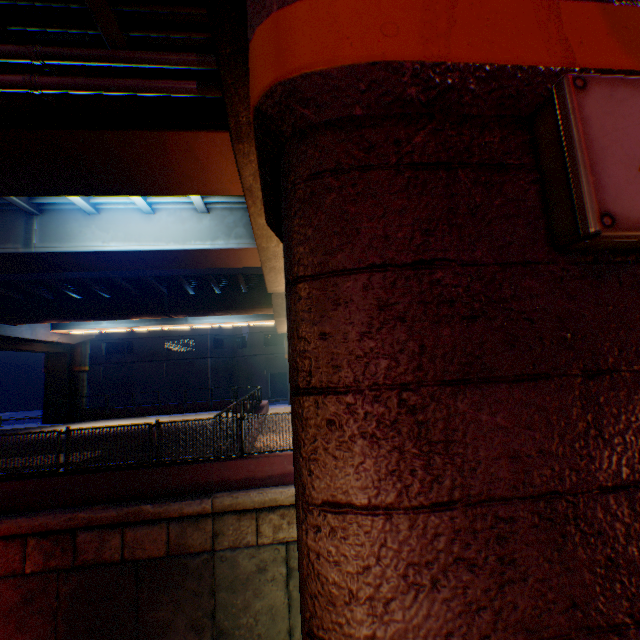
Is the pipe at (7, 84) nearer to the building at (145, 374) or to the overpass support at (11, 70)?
the overpass support at (11, 70)

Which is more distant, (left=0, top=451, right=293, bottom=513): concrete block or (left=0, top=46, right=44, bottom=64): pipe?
(left=0, top=451, right=293, bottom=513): concrete block

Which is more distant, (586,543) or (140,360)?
(140,360)

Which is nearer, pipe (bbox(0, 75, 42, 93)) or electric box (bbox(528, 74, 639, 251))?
electric box (bbox(528, 74, 639, 251))

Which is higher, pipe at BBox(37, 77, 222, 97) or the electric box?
pipe at BBox(37, 77, 222, 97)

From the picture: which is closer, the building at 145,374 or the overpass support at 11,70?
the overpass support at 11,70

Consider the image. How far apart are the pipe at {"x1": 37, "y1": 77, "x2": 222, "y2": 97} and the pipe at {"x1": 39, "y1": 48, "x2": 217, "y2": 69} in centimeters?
30cm

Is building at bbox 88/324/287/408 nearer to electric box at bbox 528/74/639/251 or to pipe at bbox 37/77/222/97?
pipe at bbox 37/77/222/97
